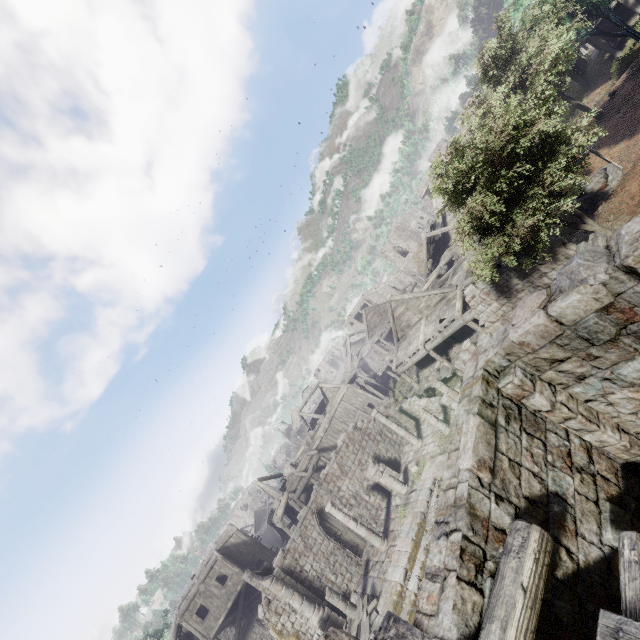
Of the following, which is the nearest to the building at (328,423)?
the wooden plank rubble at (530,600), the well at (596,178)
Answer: the wooden plank rubble at (530,600)

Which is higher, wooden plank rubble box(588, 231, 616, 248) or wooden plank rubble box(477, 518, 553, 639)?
wooden plank rubble box(477, 518, 553, 639)

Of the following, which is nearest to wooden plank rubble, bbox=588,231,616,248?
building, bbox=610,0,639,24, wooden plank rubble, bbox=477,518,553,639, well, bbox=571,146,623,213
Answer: building, bbox=610,0,639,24

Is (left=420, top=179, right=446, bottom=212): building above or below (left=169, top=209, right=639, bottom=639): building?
above

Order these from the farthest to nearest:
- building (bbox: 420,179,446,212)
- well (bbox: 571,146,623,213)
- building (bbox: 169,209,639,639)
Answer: building (bbox: 420,179,446,212) < well (bbox: 571,146,623,213) < building (bbox: 169,209,639,639)

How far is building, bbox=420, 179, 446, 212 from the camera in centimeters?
3556cm

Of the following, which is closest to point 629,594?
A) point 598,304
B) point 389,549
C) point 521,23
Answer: point 598,304
